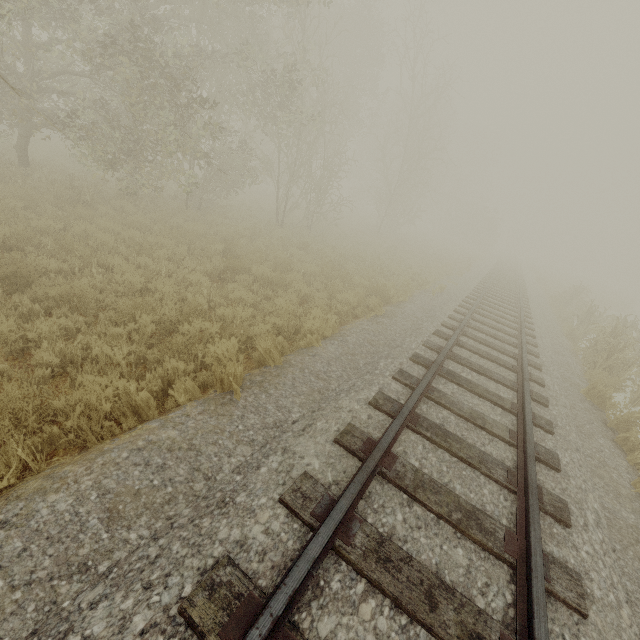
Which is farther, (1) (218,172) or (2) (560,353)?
(1) (218,172)
